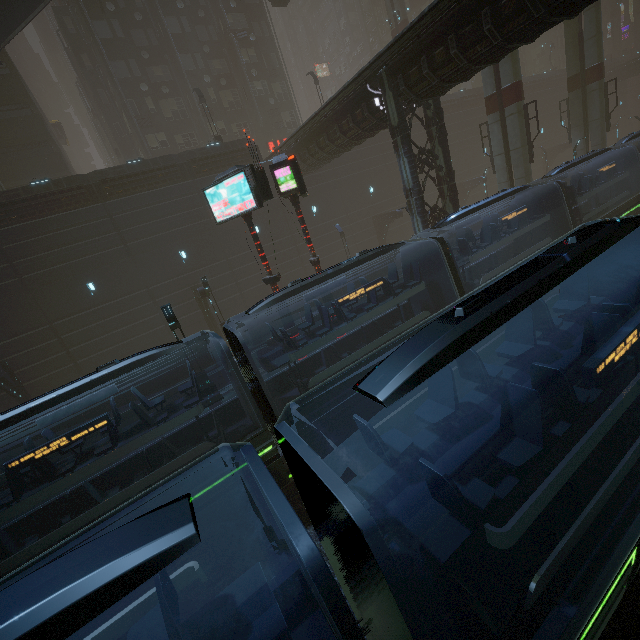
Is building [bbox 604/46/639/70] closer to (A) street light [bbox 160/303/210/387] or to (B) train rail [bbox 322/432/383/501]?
(B) train rail [bbox 322/432/383/501]

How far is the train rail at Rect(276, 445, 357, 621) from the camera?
7.8 meters

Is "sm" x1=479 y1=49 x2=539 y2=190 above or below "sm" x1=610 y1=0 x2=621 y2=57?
below

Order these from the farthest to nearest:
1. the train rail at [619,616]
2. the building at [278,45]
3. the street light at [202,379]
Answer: the building at [278,45], the street light at [202,379], the train rail at [619,616]

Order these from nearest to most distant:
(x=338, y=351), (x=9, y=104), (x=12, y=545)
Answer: (x=12, y=545) → (x=338, y=351) → (x=9, y=104)

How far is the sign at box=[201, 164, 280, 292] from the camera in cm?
1226

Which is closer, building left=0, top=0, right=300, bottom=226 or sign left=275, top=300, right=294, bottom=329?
sign left=275, top=300, right=294, bottom=329

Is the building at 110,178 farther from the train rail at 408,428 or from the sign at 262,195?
the sign at 262,195
